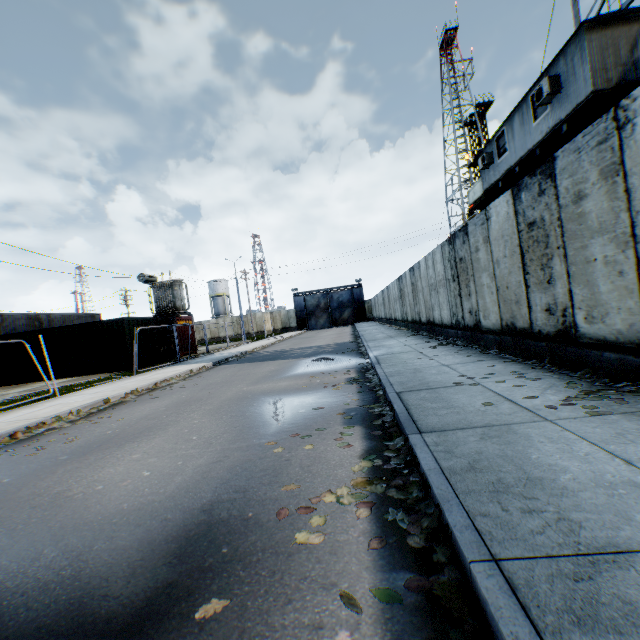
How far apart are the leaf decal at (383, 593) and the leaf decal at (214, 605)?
0.6m

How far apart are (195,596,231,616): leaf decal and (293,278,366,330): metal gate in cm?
4869

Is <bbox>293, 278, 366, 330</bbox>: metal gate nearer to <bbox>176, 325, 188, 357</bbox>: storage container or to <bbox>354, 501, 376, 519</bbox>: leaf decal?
<bbox>176, 325, 188, 357</bbox>: storage container

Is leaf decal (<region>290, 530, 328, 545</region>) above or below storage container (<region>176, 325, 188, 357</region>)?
below

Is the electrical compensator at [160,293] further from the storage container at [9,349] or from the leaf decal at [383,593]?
the leaf decal at [383,593]

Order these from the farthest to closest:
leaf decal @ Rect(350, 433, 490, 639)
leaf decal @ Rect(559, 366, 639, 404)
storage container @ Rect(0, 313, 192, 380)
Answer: storage container @ Rect(0, 313, 192, 380) → leaf decal @ Rect(559, 366, 639, 404) → leaf decal @ Rect(350, 433, 490, 639)

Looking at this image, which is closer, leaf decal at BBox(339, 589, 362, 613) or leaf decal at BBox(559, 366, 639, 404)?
leaf decal at BBox(339, 589, 362, 613)

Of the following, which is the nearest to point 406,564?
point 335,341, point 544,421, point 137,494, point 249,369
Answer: point 544,421
